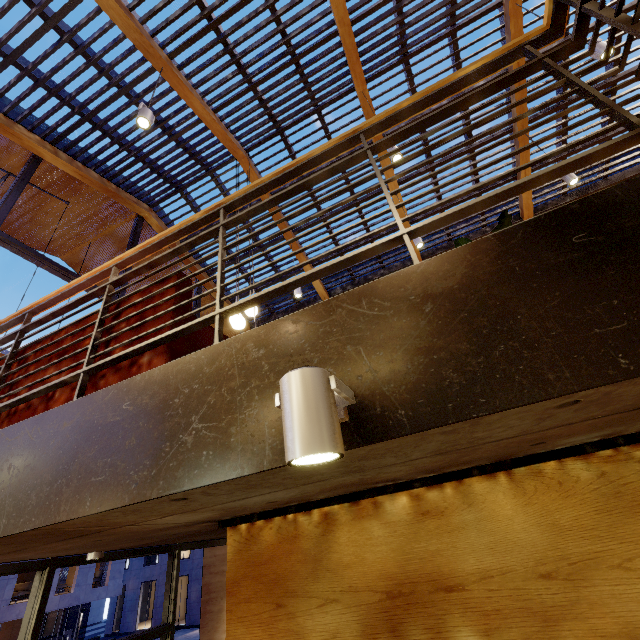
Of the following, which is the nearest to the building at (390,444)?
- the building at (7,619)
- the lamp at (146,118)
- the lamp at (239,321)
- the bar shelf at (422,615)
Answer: the bar shelf at (422,615)

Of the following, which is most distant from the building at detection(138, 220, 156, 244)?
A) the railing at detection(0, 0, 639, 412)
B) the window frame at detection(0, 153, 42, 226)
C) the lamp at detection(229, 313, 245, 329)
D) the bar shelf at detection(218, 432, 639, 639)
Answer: the bar shelf at detection(218, 432, 639, 639)

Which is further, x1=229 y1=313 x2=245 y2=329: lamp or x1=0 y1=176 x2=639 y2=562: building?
x1=229 y1=313 x2=245 y2=329: lamp

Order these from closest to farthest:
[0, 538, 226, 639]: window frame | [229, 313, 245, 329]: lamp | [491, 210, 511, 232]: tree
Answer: [491, 210, 511, 232]: tree, [0, 538, 226, 639]: window frame, [229, 313, 245, 329]: lamp

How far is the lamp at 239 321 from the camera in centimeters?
413cm

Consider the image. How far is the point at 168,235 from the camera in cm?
227

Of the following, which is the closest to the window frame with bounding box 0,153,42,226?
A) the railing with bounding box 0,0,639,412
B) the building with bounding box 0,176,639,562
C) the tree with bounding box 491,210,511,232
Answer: the building with bounding box 0,176,639,562

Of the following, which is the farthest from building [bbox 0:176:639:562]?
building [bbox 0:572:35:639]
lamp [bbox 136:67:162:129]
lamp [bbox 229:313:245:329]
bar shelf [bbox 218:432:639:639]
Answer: building [bbox 0:572:35:639]
